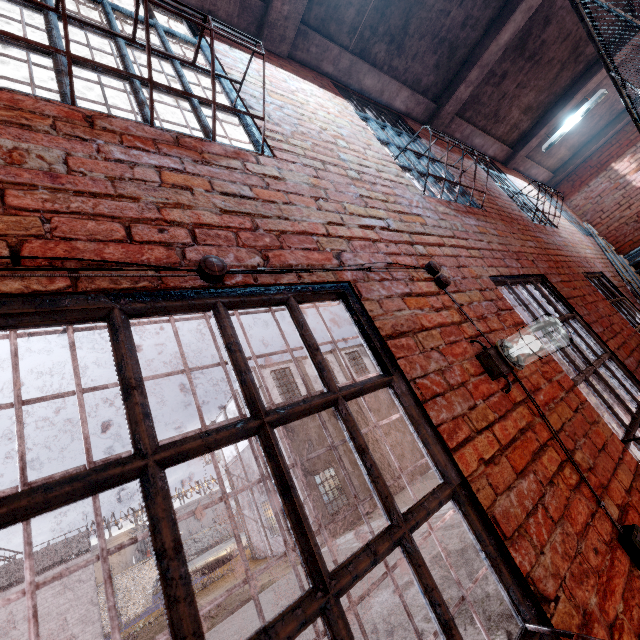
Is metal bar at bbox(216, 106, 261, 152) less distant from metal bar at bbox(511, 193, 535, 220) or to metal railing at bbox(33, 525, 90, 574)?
metal bar at bbox(511, 193, 535, 220)

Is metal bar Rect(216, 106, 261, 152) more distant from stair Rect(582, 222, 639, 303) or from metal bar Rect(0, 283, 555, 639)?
stair Rect(582, 222, 639, 303)

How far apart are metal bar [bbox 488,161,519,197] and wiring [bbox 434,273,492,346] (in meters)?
3.91

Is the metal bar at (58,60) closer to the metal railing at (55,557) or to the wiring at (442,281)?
the wiring at (442,281)

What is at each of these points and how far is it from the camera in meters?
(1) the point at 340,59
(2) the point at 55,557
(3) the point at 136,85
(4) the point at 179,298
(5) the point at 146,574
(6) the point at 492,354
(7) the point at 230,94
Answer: (1) ceiling beam, 3.7 m
(2) metal railing, 12.8 m
(3) metal bar, 1.7 m
(4) metal bar, 1.1 m
(5) fence, 21.4 m
(6) light fixture, 1.7 m
(7) metal bar, 2.3 m

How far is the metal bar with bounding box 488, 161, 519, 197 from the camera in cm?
552

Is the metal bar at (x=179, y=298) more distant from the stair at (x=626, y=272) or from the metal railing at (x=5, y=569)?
the metal railing at (x=5, y=569)

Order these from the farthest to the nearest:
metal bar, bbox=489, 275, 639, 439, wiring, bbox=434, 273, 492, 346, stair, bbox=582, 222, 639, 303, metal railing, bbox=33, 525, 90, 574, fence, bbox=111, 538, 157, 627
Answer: fence, bbox=111, 538, 157, 627
metal railing, bbox=33, 525, 90, 574
stair, bbox=582, 222, 639, 303
metal bar, bbox=489, 275, 639, 439
wiring, bbox=434, 273, 492, 346
